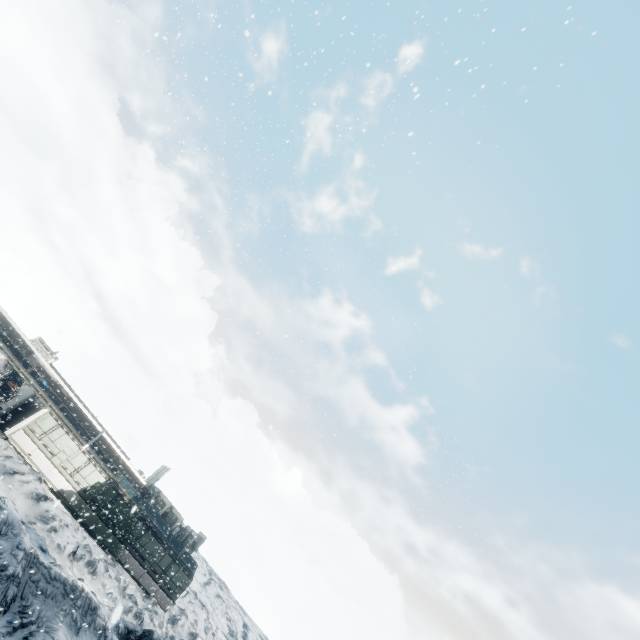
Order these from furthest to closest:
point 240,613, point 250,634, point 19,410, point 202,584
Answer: point 240,613 → point 250,634 → point 202,584 → point 19,410
